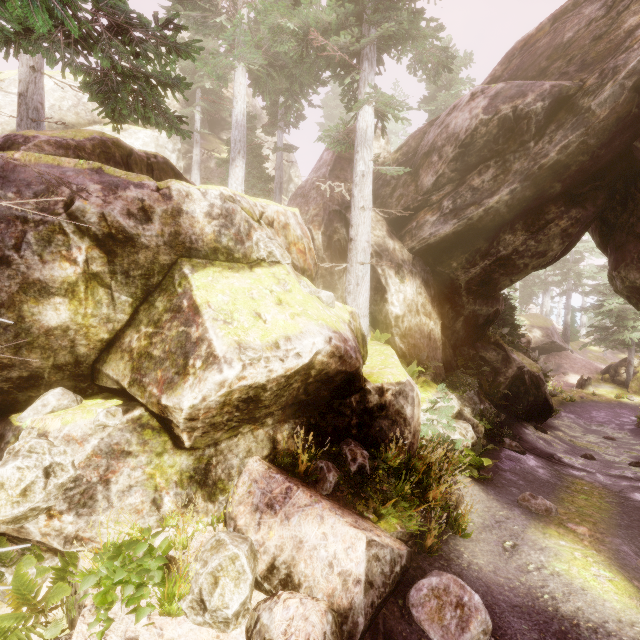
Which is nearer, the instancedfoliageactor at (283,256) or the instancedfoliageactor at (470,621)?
the instancedfoliageactor at (470,621)

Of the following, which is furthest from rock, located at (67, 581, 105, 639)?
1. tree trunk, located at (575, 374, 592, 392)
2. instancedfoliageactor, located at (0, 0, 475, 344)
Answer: tree trunk, located at (575, 374, 592, 392)

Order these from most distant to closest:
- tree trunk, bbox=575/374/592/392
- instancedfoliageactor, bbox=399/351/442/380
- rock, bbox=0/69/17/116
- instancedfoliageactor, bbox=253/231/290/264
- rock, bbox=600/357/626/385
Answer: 1. rock, bbox=600/357/626/385
2. tree trunk, bbox=575/374/592/392
3. rock, bbox=0/69/17/116
4. instancedfoliageactor, bbox=399/351/442/380
5. instancedfoliageactor, bbox=253/231/290/264

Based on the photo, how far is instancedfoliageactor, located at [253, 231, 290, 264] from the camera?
6.87m

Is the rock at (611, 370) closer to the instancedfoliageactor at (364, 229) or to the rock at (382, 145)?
the instancedfoliageactor at (364, 229)

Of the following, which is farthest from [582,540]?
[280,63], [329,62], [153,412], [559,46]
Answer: [280,63]

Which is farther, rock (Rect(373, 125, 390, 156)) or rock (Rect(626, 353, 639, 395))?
rock (Rect(626, 353, 639, 395))
